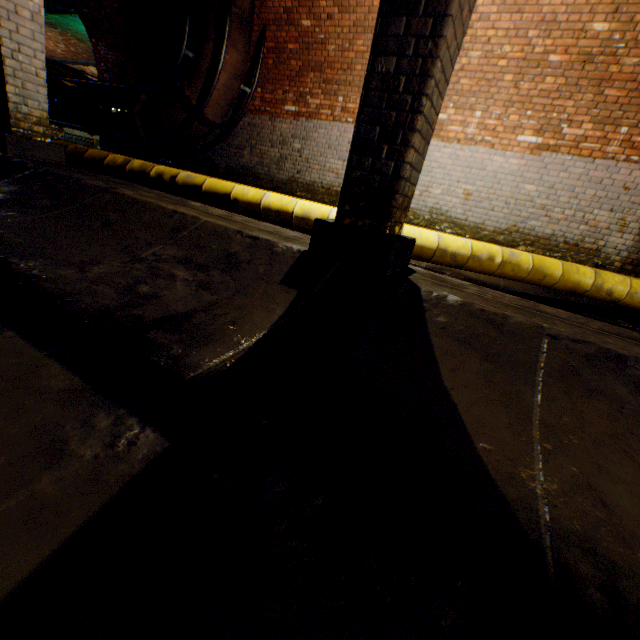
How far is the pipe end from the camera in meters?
7.6

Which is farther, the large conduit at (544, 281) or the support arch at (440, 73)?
the large conduit at (544, 281)

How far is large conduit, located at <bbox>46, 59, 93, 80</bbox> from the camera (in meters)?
9.04

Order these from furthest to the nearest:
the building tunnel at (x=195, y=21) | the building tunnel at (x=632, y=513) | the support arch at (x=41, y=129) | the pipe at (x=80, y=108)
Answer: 1. the pipe at (x=80, y=108)
2. the building tunnel at (x=195, y=21)
3. the support arch at (x=41, y=129)
4. the building tunnel at (x=632, y=513)

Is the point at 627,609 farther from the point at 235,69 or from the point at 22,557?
the point at 235,69

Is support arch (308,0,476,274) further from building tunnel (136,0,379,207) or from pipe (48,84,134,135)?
pipe (48,84,134,135)

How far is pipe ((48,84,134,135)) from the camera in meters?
8.1 m

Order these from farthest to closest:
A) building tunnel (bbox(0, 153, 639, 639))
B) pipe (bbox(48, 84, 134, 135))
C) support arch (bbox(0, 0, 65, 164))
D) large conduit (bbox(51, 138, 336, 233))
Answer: pipe (bbox(48, 84, 134, 135)) < large conduit (bbox(51, 138, 336, 233)) < support arch (bbox(0, 0, 65, 164)) < building tunnel (bbox(0, 153, 639, 639))
